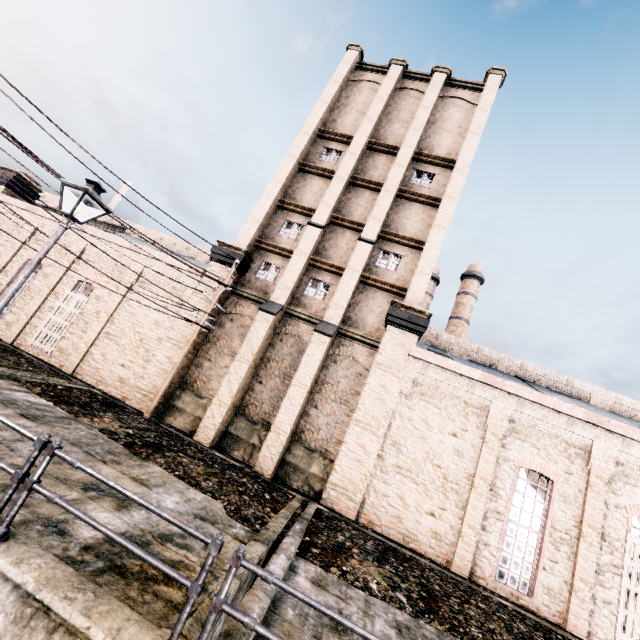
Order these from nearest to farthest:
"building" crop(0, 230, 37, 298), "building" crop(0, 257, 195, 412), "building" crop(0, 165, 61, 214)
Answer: "building" crop(0, 257, 195, 412)
"building" crop(0, 230, 37, 298)
"building" crop(0, 165, 61, 214)

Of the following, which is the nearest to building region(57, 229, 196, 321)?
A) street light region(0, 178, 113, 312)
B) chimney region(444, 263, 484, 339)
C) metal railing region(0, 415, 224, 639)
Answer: street light region(0, 178, 113, 312)

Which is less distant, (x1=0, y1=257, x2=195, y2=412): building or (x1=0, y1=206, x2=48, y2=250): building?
(x1=0, y1=257, x2=195, y2=412): building

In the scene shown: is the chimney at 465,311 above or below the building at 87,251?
above

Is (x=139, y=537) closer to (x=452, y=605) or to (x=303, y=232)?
(x=452, y=605)

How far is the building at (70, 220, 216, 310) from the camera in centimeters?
1817cm

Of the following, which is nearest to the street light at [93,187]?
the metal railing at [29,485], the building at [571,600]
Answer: the metal railing at [29,485]
